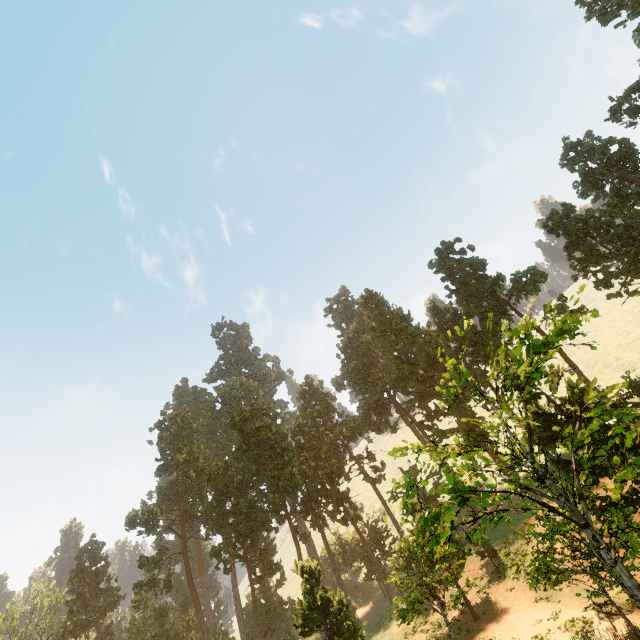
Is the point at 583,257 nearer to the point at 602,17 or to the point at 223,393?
the point at 602,17

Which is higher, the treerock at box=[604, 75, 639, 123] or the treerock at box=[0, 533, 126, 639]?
the treerock at box=[604, 75, 639, 123]

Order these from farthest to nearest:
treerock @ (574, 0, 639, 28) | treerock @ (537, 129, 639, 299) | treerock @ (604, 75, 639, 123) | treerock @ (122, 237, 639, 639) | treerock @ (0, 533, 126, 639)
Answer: treerock @ (0, 533, 126, 639) < treerock @ (537, 129, 639, 299) < treerock @ (574, 0, 639, 28) < treerock @ (604, 75, 639, 123) < treerock @ (122, 237, 639, 639)

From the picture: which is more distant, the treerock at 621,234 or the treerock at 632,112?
the treerock at 621,234

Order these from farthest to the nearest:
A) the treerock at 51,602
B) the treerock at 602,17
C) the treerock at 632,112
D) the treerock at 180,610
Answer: the treerock at 51,602, the treerock at 602,17, the treerock at 632,112, the treerock at 180,610

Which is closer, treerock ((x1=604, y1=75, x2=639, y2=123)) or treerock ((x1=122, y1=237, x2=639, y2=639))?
treerock ((x1=122, y1=237, x2=639, y2=639))
